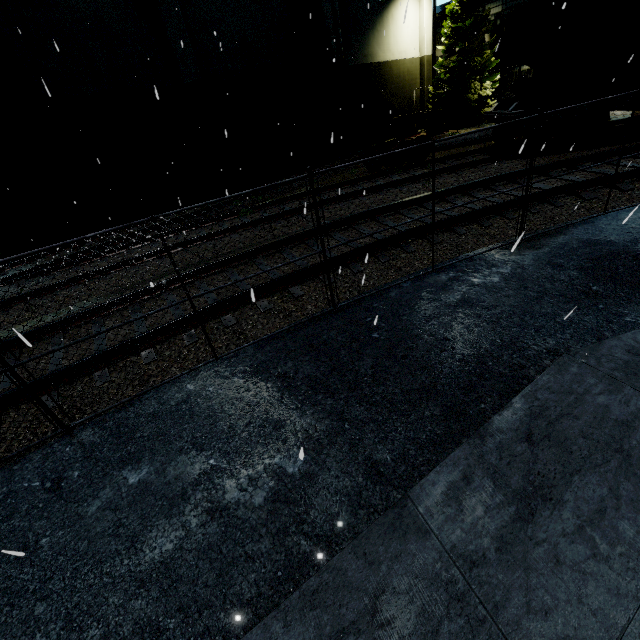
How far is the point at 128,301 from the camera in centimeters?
658cm

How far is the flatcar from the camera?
10.7m

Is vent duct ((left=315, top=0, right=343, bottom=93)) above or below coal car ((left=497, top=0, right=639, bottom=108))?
above

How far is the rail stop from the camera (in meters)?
20.67

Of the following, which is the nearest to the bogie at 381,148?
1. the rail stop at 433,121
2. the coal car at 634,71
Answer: the coal car at 634,71

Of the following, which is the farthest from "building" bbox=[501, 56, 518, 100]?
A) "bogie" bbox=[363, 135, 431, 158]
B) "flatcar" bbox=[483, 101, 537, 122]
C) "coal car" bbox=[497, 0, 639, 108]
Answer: "bogie" bbox=[363, 135, 431, 158]

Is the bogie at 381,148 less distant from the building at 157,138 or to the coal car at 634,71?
the coal car at 634,71

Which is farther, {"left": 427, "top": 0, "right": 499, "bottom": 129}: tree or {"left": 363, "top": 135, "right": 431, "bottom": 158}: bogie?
{"left": 427, "top": 0, "right": 499, "bottom": 129}: tree
